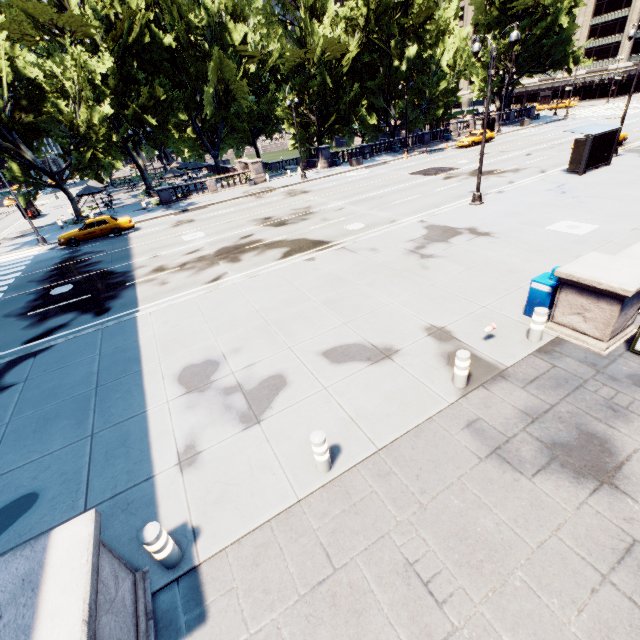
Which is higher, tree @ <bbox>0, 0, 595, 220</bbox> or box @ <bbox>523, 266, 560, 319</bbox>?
tree @ <bbox>0, 0, 595, 220</bbox>

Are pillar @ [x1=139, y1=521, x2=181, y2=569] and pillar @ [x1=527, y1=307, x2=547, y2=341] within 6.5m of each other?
no

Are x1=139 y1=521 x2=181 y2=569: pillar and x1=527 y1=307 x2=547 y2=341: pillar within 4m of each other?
no

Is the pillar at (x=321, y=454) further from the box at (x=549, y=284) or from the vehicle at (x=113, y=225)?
the vehicle at (x=113, y=225)

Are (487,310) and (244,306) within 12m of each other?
yes

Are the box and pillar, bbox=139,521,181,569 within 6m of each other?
no

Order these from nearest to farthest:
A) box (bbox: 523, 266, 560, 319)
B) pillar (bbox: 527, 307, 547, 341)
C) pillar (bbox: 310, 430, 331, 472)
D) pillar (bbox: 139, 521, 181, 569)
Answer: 1. pillar (bbox: 139, 521, 181, 569)
2. pillar (bbox: 310, 430, 331, 472)
3. pillar (bbox: 527, 307, 547, 341)
4. box (bbox: 523, 266, 560, 319)

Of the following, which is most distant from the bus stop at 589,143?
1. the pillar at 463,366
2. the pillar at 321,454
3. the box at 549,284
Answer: the pillar at 321,454
